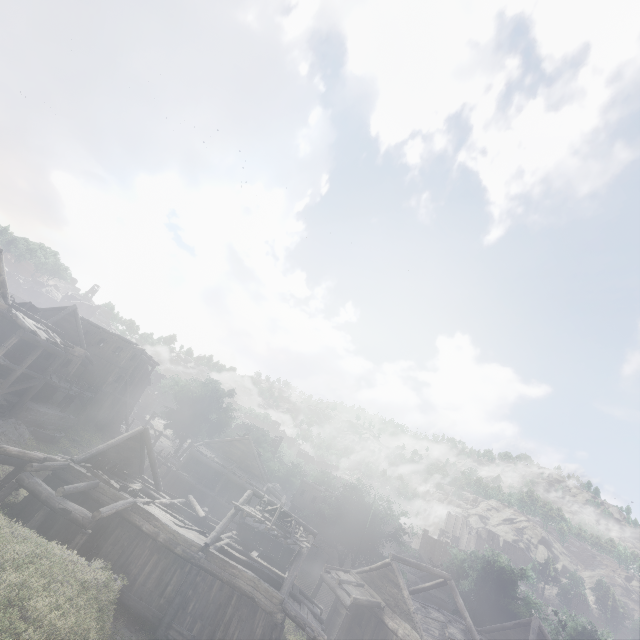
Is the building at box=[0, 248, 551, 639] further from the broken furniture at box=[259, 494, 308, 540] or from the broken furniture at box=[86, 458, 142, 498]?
the broken furniture at box=[259, 494, 308, 540]

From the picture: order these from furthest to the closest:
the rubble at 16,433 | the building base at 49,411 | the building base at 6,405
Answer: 1. the building base at 49,411
2. the building base at 6,405
3. the rubble at 16,433

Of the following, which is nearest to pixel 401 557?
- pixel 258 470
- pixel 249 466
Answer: pixel 258 470

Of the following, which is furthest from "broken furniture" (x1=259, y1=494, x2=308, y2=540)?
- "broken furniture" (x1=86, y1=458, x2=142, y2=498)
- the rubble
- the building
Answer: the rubble

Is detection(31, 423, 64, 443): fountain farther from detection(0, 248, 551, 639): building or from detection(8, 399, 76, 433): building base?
detection(0, 248, 551, 639): building

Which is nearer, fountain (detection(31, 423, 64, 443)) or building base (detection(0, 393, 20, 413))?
building base (detection(0, 393, 20, 413))

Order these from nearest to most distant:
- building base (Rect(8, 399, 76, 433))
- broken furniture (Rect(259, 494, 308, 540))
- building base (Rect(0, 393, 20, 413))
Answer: broken furniture (Rect(259, 494, 308, 540)) → building base (Rect(0, 393, 20, 413)) → building base (Rect(8, 399, 76, 433))

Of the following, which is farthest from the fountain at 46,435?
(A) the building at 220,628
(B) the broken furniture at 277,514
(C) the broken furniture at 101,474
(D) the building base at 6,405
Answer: (B) the broken furniture at 277,514
